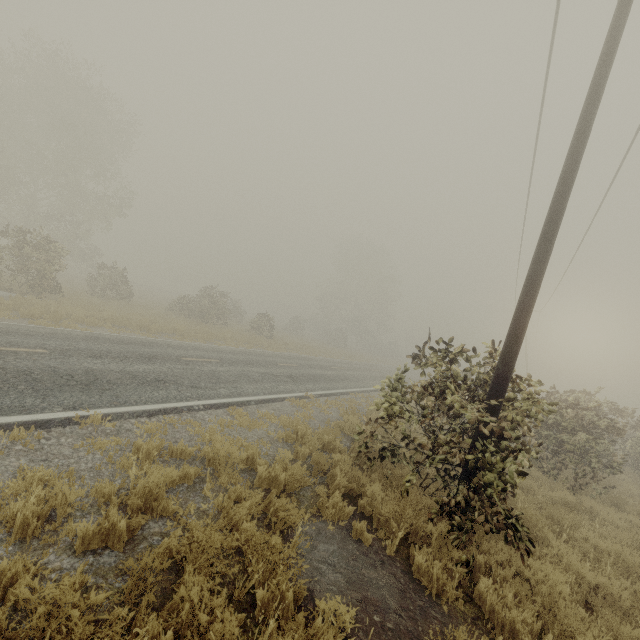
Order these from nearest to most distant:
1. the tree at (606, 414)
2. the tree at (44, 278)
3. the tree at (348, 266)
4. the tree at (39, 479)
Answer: the tree at (39, 479)
the tree at (606, 414)
the tree at (44, 278)
the tree at (348, 266)

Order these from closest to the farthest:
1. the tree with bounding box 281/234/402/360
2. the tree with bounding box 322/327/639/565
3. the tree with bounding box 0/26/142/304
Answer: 1. the tree with bounding box 322/327/639/565
2. the tree with bounding box 0/26/142/304
3. the tree with bounding box 281/234/402/360

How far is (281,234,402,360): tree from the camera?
50.1 meters

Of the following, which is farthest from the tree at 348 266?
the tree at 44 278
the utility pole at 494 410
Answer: the utility pole at 494 410

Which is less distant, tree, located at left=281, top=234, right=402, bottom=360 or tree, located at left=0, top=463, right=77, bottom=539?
tree, located at left=0, top=463, right=77, bottom=539

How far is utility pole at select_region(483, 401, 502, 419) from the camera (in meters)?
5.50

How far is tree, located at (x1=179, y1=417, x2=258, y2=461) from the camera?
5.36m

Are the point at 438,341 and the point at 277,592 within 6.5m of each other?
yes
